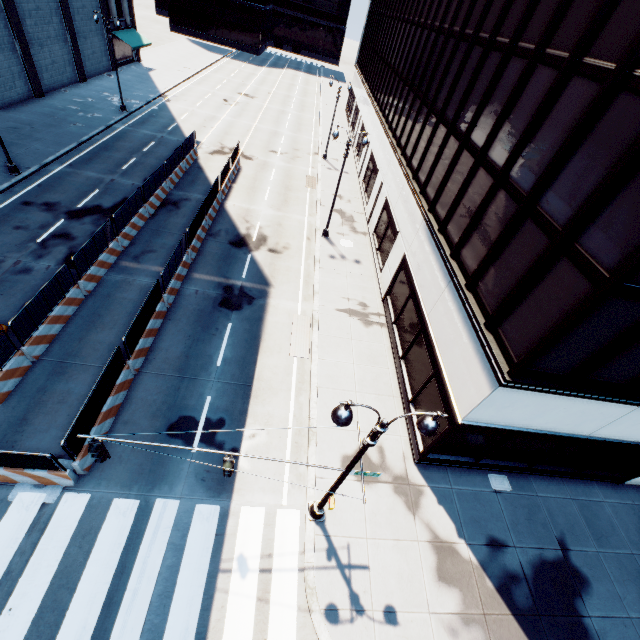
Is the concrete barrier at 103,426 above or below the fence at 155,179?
below

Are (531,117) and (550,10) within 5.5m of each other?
yes

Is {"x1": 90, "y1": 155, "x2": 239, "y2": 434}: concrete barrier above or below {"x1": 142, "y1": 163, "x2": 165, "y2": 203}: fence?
below

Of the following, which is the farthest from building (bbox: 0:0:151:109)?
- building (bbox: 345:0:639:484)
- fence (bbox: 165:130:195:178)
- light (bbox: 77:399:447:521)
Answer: building (bbox: 345:0:639:484)

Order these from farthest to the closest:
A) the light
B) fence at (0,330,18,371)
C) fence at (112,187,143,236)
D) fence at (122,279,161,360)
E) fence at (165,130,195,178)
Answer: fence at (165,130,195,178), fence at (112,187,143,236), fence at (122,279,161,360), fence at (0,330,18,371), the light

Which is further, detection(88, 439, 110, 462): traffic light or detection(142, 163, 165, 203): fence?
detection(142, 163, 165, 203): fence

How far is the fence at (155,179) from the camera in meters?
20.9
